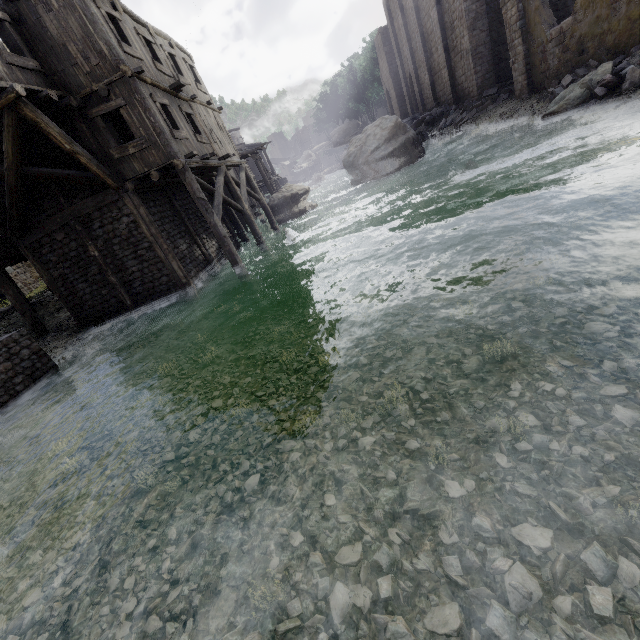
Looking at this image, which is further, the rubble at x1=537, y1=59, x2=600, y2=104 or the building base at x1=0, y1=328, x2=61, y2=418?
the rubble at x1=537, y1=59, x2=600, y2=104

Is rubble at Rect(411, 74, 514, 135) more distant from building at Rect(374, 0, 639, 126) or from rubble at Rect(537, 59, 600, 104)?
rubble at Rect(537, 59, 600, 104)

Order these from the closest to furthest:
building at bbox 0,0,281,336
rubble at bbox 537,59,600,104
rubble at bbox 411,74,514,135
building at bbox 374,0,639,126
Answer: building at bbox 0,0,281,336 < building at bbox 374,0,639,126 < rubble at bbox 537,59,600,104 < rubble at bbox 411,74,514,135

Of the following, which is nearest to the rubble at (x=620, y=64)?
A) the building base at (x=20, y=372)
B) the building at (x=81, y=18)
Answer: the building at (x=81, y=18)

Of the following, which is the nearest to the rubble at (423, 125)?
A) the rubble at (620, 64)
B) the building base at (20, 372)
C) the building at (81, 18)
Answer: the building at (81, 18)

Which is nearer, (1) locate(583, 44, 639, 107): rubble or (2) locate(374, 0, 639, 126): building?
(1) locate(583, 44, 639, 107): rubble

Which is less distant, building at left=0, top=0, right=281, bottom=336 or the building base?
the building base

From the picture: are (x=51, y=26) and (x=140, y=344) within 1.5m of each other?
no
